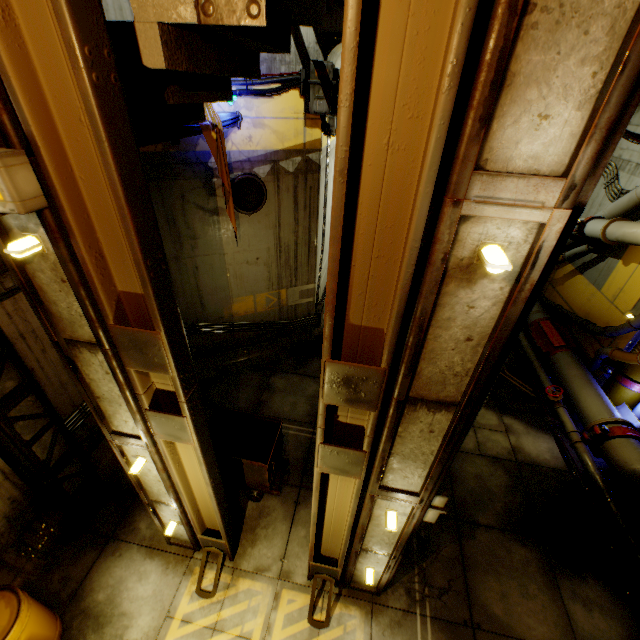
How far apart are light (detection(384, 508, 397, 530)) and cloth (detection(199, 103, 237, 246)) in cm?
525

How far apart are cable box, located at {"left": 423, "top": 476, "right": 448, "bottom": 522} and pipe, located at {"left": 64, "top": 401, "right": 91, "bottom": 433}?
5.79m

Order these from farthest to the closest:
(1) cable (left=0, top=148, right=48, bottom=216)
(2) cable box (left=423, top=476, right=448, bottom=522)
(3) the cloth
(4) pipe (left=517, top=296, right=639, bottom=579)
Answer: (4) pipe (left=517, top=296, right=639, bottom=579), (3) the cloth, (2) cable box (left=423, top=476, right=448, bottom=522), (1) cable (left=0, top=148, right=48, bottom=216)

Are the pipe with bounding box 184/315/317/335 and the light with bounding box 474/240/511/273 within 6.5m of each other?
no

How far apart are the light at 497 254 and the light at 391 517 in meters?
3.0 m

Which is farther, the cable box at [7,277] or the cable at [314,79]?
the cable at [314,79]

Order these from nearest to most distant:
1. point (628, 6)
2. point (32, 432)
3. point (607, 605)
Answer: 1. point (628, 6)
2. point (32, 432)
3. point (607, 605)

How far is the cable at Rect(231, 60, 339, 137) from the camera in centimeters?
574cm
